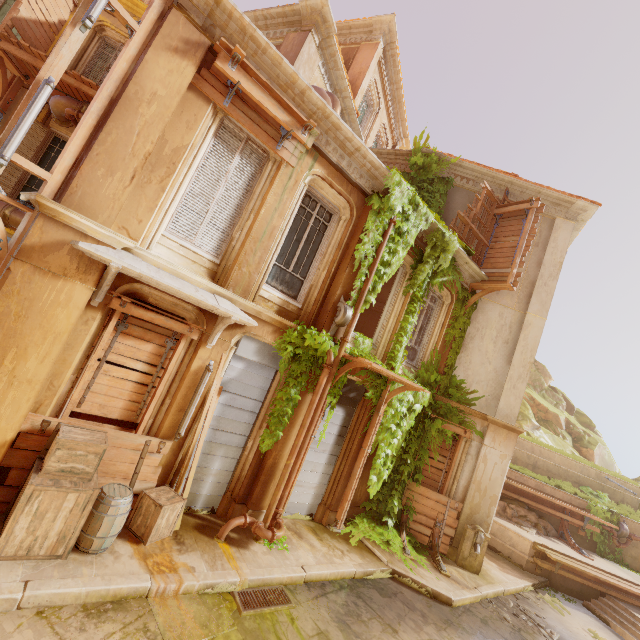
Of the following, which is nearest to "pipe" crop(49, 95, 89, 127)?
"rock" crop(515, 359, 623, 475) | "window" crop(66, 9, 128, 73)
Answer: "window" crop(66, 9, 128, 73)

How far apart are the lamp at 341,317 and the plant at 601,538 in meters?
15.3

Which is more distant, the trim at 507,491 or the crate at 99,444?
the trim at 507,491

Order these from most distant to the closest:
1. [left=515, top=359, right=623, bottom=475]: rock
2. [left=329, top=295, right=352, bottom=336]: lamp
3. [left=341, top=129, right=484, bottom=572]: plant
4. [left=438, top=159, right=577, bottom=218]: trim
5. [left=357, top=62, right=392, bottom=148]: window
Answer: [left=515, top=359, right=623, bottom=475]: rock → [left=357, top=62, right=392, bottom=148]: window → [left=438, top=159, right=577, bottom=218]: trim → [left=341, top=129, right=484, bottom=572]: plant → [left=329, top=295, right=352, bottom=336]: lamp

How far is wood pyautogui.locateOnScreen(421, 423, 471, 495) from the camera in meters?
10.4

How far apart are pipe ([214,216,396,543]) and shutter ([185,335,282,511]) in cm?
71

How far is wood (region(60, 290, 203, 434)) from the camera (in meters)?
5.44

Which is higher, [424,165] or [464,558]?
[424,165]
